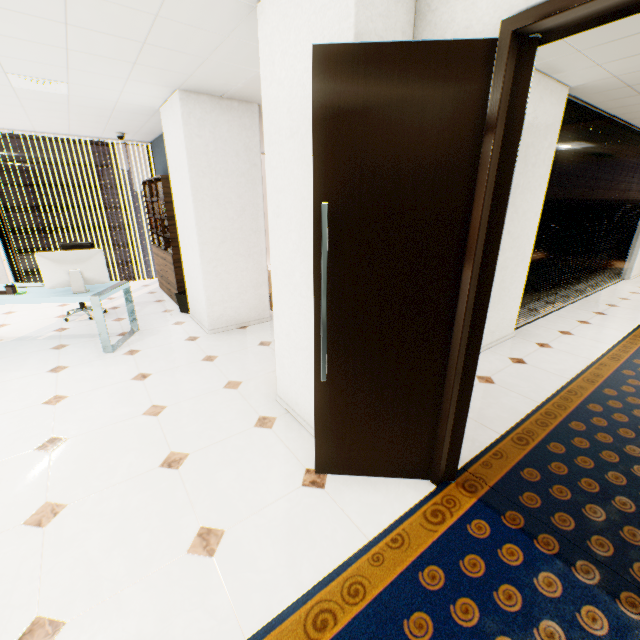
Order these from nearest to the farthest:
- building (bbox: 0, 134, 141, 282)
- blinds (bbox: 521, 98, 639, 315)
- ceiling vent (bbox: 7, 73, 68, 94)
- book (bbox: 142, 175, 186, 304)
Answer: ceiling vent (bbox: 7, 73, 68, 94) → blinds (bbox: 521, 98, 639, 315) → book (bbox: 142, 175, 186, 304) → building (bbox: 0, 134, 141, 282)

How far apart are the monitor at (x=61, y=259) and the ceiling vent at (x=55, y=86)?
1.7 meters

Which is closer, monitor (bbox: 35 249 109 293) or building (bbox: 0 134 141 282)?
monitor (bbox: 35 249 109 293)

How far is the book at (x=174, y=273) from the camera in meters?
5.2 m

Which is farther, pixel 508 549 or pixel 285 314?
pixel 285 314

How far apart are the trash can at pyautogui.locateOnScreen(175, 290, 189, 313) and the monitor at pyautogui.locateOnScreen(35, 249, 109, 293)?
1.4m

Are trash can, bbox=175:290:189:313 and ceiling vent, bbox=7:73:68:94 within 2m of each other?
no

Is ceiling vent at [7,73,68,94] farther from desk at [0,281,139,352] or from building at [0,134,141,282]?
building at [0,134,141,282]
